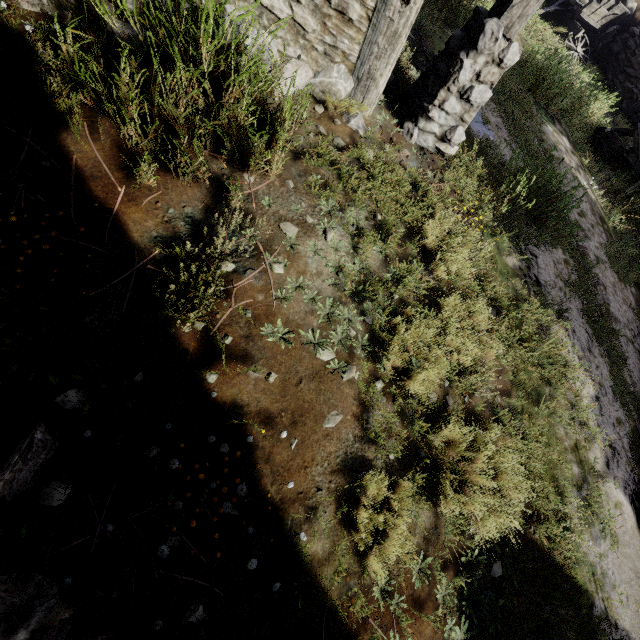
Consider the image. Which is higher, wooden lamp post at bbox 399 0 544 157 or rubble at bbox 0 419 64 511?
wooden lamp post at bbox 399 0 544 157

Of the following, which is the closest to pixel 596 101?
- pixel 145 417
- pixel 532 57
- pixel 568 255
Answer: pixel 532 57

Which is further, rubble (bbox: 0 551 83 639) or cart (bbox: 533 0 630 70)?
cart (bbox: 533 0 630 70)

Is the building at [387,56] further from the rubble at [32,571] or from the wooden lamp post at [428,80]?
the wooden lamp post at [428,80]

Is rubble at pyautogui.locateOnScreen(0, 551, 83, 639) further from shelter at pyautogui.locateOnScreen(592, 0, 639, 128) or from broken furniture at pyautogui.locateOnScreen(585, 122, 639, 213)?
broken furniture at pyautogui.locateOnScreen(585, 122, 639, 213)

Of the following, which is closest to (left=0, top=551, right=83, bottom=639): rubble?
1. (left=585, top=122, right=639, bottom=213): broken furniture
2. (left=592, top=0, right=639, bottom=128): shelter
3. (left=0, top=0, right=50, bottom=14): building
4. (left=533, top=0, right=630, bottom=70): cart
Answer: (left=0, top=0, right=50, bottom=14): building

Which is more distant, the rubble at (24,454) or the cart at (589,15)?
the cart at (589,15)

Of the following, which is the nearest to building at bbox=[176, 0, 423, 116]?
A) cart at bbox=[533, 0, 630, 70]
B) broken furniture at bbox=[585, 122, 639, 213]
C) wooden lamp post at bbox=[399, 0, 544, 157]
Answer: → wooden lamp post at bbox=[399, 0, 544, 157]
